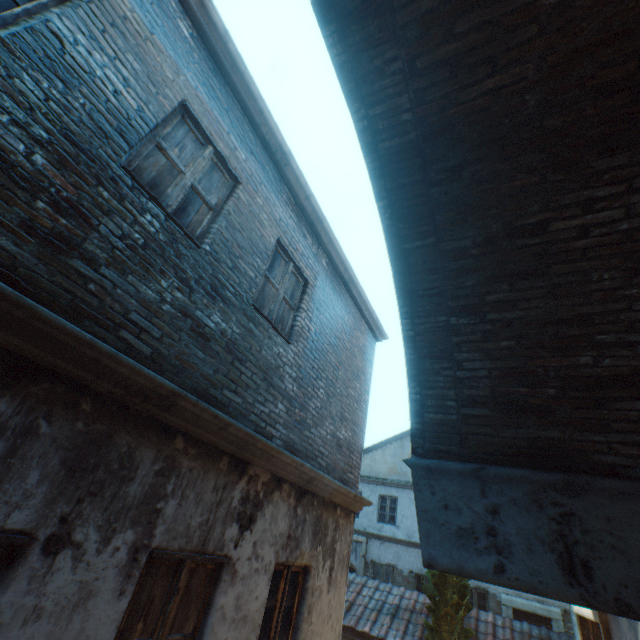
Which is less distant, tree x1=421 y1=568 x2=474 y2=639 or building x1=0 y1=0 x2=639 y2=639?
building x1=0 y1=0 x2=639 y2=639

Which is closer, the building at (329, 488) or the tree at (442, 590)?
the building at (329, 488)

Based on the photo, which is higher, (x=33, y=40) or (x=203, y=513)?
(x=33, y=40)
